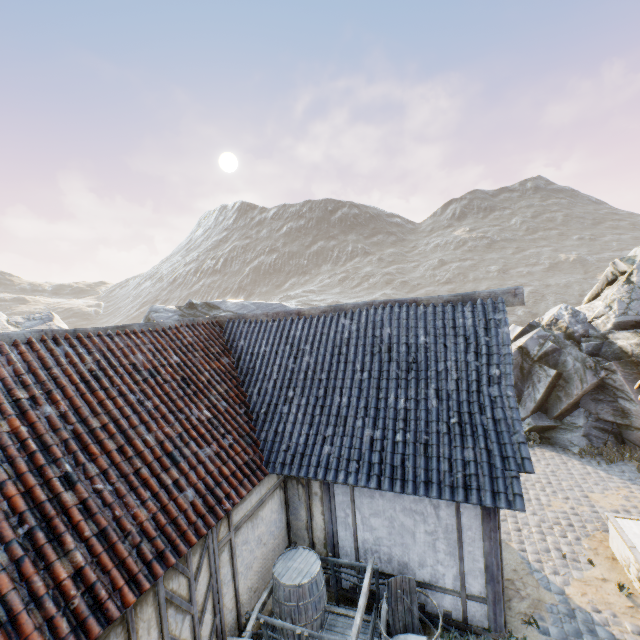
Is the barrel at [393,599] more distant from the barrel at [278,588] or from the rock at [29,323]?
the rock at [29,323]

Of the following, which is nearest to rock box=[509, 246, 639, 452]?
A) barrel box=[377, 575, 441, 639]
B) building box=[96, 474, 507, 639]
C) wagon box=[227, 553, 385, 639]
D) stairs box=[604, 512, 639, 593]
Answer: building box=[96, 474, 507, 639]

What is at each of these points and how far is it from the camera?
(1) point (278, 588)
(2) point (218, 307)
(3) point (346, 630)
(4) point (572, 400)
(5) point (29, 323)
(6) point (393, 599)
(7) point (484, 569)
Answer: (1) barrel, 5.74m
(2) rock, 25.11m
(3) wagon, 5.88m
(4) rock, 12.26m
(5) rock, 19.84m
(6) barrel, 5.82m
(7) building, 5.64m

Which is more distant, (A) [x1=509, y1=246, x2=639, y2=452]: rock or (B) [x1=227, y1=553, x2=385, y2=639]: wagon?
(A) [x1=509, y1=246, x2=639, y2=452]: rock

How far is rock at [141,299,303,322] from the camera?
23.8m

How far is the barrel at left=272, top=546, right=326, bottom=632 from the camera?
5.6m

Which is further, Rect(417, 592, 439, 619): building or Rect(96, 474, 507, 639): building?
Rect(417, 592, 439, 619): building

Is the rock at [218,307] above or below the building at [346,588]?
above
